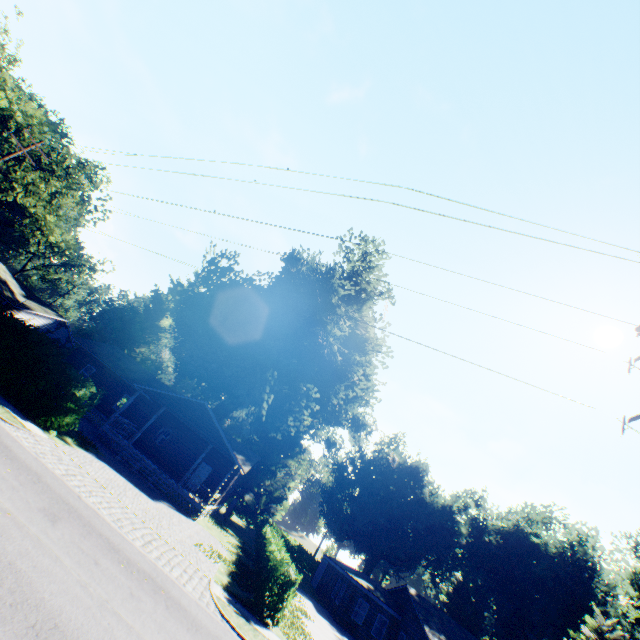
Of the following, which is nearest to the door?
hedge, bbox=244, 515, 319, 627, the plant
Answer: hedge, bbox=244, 515, 319, 627

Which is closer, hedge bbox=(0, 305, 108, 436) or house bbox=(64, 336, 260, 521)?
hedge bbox=(0, 305, 108, 436)

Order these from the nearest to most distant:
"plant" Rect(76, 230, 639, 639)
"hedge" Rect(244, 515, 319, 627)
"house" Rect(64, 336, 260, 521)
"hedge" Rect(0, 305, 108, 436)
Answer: "hedge" Rect(244, 515, 319, 627) → "hedge" Rect(0, 305, 108, 436) → "house" Rect(64, 336, 260, 521) → "plant" Rect(76, 230, 639, 639)

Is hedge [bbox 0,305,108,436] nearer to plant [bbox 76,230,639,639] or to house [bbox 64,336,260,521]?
house [bbox 64,336,260,521]

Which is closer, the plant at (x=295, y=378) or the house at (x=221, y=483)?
the house at (x=221, y=483)

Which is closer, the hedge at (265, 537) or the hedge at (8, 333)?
the hedge at (265, 537)

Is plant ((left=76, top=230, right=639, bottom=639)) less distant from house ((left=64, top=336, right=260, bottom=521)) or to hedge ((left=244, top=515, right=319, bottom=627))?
house ((left=64, top=336, right=260, bottom=521))

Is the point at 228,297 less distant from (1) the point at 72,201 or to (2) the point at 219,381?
(2) the point at 219,381
